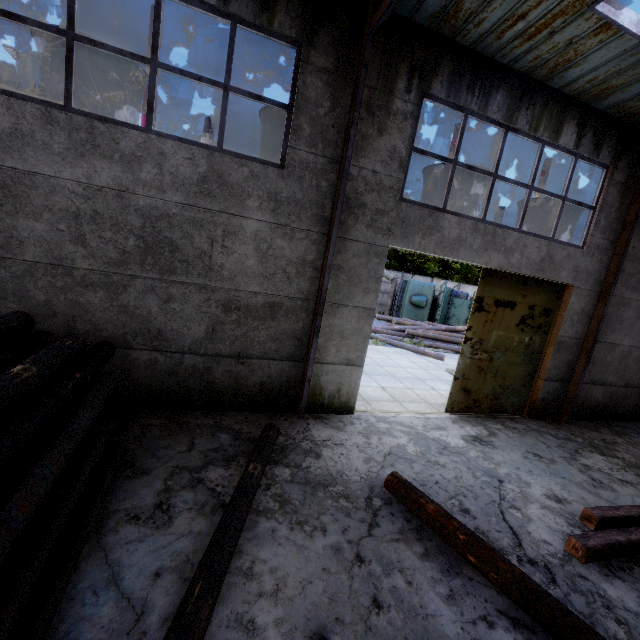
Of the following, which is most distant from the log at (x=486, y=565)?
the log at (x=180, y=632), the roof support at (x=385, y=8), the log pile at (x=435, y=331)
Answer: the log pile at (x=435, y=331)

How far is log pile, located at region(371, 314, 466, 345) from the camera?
17.5m

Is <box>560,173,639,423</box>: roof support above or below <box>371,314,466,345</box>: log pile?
above

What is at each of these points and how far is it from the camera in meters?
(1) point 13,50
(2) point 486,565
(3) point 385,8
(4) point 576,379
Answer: (1) lamp post, 14.0 m
(2) log, 3.7 m
(3) roof support, 4.9 m
(4) roof support, 9.1 m

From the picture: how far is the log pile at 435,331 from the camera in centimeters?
1753cm

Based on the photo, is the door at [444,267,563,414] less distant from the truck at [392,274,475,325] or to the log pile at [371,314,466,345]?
the log pile at [371,314,466,345]

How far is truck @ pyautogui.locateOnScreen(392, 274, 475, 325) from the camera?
21.7m

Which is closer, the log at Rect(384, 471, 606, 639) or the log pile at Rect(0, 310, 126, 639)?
the log pile at Rect(0, 310, 126, 639)
